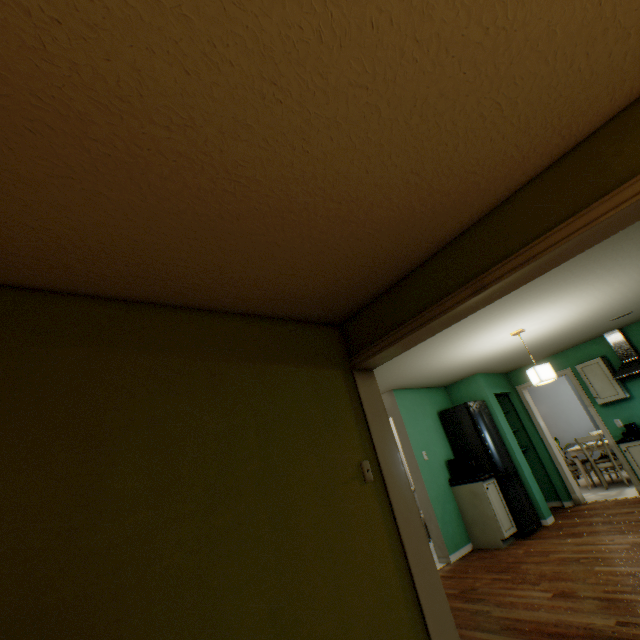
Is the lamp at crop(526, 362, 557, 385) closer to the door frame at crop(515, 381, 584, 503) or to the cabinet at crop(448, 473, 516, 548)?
the cabinet at crop(448, 473, 516, 548)

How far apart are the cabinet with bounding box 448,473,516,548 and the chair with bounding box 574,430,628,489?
2.97m

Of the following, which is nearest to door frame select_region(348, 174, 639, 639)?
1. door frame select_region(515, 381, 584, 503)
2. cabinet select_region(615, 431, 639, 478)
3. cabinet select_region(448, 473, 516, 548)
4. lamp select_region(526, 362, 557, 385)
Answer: lamp select_region(526, 362, 557, 385)

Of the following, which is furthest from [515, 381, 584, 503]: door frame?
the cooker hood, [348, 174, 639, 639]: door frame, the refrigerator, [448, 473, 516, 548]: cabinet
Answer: [348, 174, 639, 639]: door frame

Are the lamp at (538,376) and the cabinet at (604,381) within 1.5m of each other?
no

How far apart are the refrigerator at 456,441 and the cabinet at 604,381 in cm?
167

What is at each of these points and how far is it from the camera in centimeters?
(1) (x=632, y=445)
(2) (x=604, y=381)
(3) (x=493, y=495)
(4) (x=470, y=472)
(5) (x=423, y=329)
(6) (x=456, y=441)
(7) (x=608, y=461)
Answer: (1) cabinet, 486cm
(2) cabinet, 537cm
(3) cabinet, 481cm
(4) coffee machine, 504cm
(5) door frame, 210cm
(6) refrigerator, 559cm
(7) chair, 622cm

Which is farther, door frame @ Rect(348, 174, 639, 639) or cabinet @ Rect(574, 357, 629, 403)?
cabinet @ Rect(574, 357, 629, 403)
